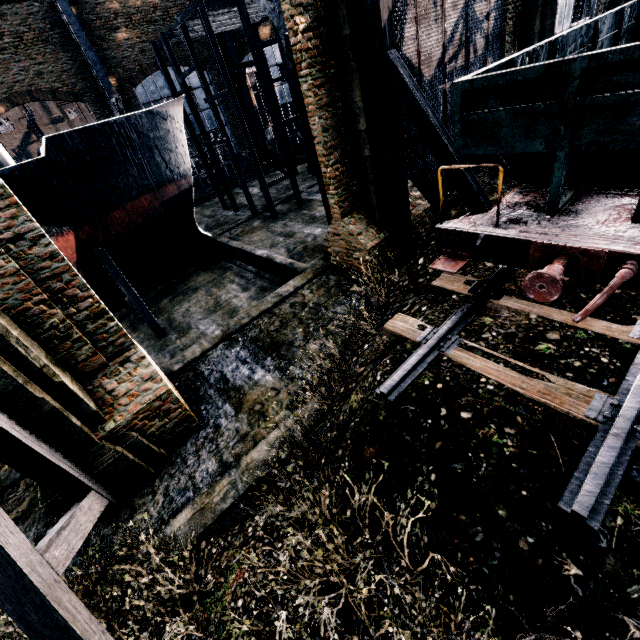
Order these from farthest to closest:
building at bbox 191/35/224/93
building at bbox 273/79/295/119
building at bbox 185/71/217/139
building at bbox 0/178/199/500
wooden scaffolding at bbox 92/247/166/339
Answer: building at bbox 273/79/295/119 < building at bbox 185/71/217/139 < building at bbox 191/35/224/93 < wooden scaffolding at bbox 92/247/166/339 < building at bbox 0/178/199/500

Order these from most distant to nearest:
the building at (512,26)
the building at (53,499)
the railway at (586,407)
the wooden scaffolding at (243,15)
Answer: the wooden scaffolding at (243,15) < the building at (512,26) < the building at (53,499) < the railway at (586,407)

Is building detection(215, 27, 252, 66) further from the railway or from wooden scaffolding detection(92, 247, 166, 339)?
wooden scaffolding detection(92, 247, 166, 339)

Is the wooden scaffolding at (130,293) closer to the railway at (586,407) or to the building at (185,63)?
the building at (185,63)

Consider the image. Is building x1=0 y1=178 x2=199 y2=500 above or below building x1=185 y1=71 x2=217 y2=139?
below

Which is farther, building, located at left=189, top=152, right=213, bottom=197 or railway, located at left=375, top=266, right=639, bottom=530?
building, located at left=189, top=152, right=213, bottom=197

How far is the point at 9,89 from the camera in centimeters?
2450cm

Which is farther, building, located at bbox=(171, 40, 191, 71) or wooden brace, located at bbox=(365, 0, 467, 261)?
building, located at bbox=(171, 40, 191, 71)
